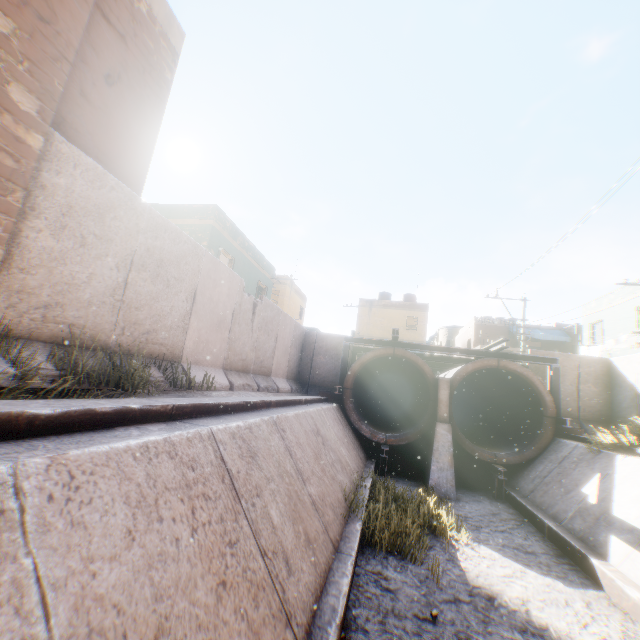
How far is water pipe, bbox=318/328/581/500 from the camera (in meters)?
11.65

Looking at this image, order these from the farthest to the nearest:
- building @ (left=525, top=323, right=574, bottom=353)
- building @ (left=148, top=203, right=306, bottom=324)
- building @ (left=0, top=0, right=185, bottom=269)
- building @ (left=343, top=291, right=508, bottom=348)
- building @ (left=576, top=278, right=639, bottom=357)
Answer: building @ (left=343, top=291, right=508, bottom=348), building @ (left=525, top=323, right=574, bottom=353), building @ (left=576, top=278, right=639, bottom=357), building @ (left=148, top=203, right=306, bottom=324), building @ (left=0, top=0, right=185, bottom=269)

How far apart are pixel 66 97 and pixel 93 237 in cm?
234

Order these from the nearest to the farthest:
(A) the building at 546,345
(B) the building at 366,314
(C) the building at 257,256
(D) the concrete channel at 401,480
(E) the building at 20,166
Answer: (E) the building at 20,166 → (D) the concrete channel at 401,480 → (C) the building at 257,256 → (A) the building at 546,345 → (B) the building at 366,314

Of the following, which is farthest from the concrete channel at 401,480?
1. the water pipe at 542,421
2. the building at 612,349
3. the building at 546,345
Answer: the building at 546,345

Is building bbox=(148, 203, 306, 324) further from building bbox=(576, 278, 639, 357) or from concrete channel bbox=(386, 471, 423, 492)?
building bbox=(576, 278, 639, 357)

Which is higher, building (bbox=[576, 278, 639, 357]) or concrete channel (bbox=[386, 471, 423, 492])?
building (bbox=[576, 278, 639, 357])

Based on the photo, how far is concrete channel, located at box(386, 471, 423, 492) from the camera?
11.27m
